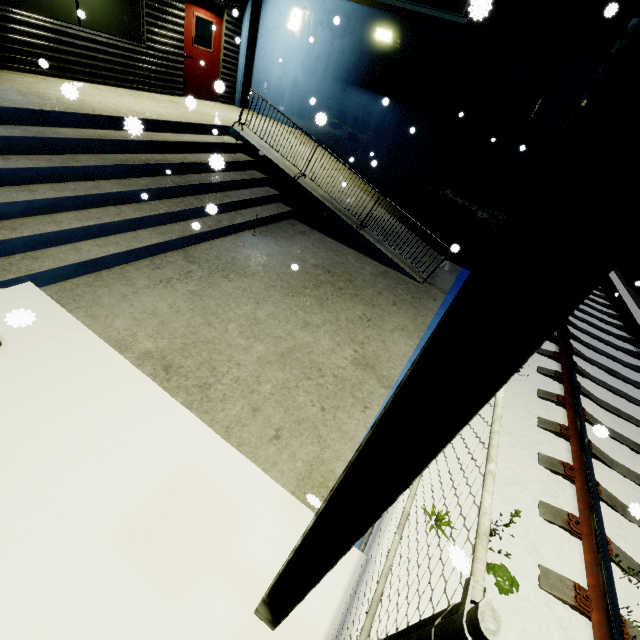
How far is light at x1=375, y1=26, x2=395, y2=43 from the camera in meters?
8.5

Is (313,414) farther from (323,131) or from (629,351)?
(323,131)

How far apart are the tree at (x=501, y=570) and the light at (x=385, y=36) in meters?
11.3 m

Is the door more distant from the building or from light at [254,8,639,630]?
light at [254,8,639,630]

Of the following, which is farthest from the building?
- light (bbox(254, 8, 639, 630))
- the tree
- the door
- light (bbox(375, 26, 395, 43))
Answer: the tree

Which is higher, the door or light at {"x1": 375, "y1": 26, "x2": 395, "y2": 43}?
light at {"x1": 375, "y1": 26, "x2": 395, "y2": 43}

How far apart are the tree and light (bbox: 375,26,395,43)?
11.3m

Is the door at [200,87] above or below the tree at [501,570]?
above
